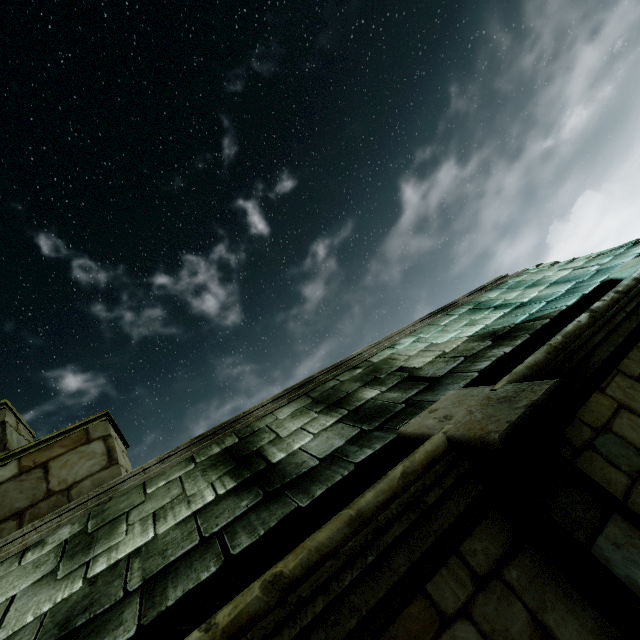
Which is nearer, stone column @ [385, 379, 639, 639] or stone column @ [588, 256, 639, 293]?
stone column @ [385, 379, 639, 639]

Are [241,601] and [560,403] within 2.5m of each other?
yes

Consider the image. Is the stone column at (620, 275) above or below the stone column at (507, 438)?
above

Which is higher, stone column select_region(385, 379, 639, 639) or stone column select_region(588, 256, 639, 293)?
stone column select_region(588, 256, 639, 293)

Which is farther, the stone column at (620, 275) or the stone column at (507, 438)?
the stone column at (620, 275)
